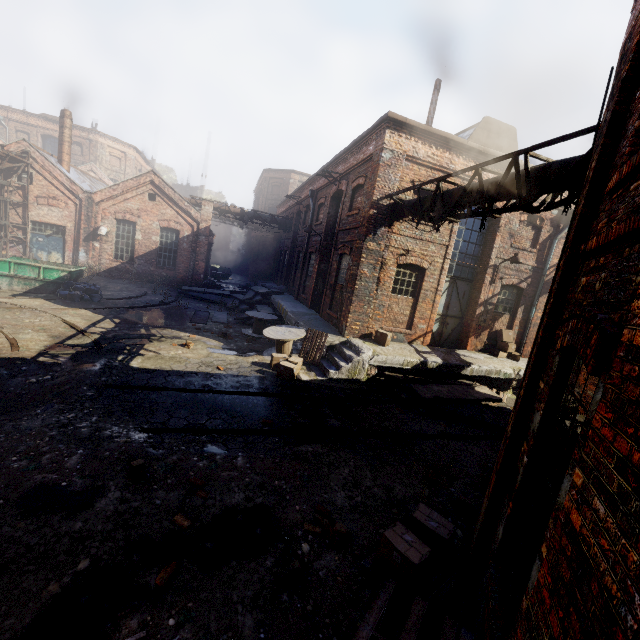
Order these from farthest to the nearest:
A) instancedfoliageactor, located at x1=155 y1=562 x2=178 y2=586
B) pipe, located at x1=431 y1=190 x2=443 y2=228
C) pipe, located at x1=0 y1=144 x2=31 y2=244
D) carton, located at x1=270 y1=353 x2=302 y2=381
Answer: pipe, located at x1=0 y1=144 x2=31 y2=244 → carton, located at x1=270 y1=353 x2=302 y2=381 → pipe, located at x1=431 y1=190 x2=443 y2=228 → instancedfoliageactor, located at x1=155 y1=562 x2=178 y2=586

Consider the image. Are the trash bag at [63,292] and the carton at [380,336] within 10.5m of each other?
no

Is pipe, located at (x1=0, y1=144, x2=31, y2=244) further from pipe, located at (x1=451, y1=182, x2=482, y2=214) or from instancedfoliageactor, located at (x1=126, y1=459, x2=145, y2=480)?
pipe, located at (x1=451, y1=182, x2=482, y2=214)

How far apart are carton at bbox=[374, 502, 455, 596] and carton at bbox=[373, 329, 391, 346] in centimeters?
765cm

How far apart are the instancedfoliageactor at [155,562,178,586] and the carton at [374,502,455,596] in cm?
238

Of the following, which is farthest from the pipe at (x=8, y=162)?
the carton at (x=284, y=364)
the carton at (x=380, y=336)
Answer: the carton at (x=380, y=336)

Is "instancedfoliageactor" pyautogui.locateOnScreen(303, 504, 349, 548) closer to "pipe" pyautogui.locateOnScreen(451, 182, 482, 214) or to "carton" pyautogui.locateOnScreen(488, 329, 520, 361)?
"pipe" pyautogui.locateOnScreen(451, 182, 482, 214)

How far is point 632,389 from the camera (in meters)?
1.45
